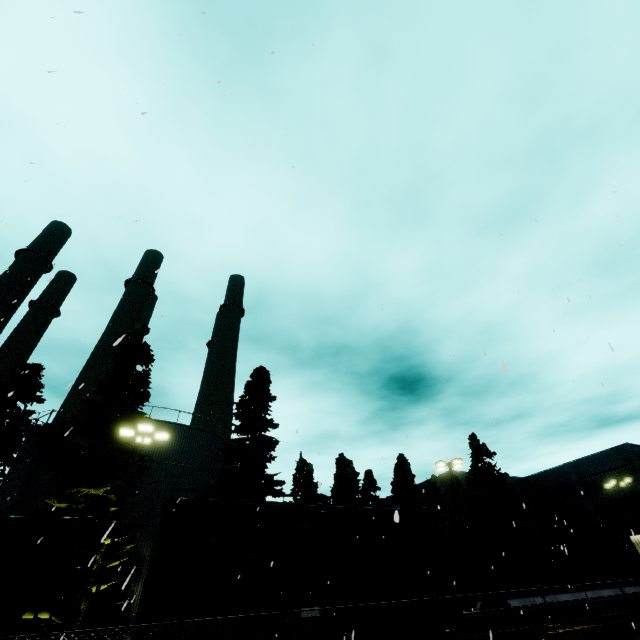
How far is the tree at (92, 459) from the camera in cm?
1745

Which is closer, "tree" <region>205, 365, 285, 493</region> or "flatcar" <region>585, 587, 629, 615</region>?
"flatcar" <region>585, 587, 629, 615</region>

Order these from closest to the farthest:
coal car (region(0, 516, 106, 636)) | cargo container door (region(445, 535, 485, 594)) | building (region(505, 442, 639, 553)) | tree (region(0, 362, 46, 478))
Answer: coal car (region(0, 516, 106, 636))
cargo container door (region(445, 535, 485, 594))
tree (region(0, 362, 46, 478))
building (region(505, 442, 639, 553))

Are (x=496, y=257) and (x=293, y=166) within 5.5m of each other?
yes

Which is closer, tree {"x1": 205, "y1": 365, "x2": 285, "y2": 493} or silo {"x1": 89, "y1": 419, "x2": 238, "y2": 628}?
silo {"x1": 89, "y1": 419, "x2": 238, "y2": 628}

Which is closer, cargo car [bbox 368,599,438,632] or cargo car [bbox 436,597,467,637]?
cargo car [bbox 368,599,438,632]

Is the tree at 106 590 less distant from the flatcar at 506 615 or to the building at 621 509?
the flatcar at 506 615

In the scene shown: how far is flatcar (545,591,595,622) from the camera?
13.8m
